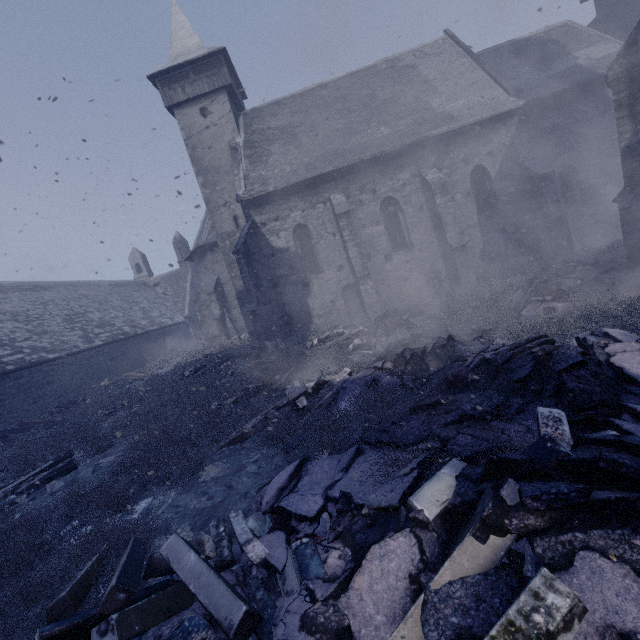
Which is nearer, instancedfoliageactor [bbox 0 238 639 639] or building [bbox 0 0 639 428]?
instancedfoliageactor [bbox 0 238 639 639]

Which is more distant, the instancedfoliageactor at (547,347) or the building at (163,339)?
the building at (163,339)

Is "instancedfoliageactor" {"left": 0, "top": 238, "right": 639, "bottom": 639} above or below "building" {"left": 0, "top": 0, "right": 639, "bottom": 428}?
below

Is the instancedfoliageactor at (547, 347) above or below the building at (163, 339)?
below

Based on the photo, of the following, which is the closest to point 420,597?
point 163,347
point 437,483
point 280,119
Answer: point 437,483
